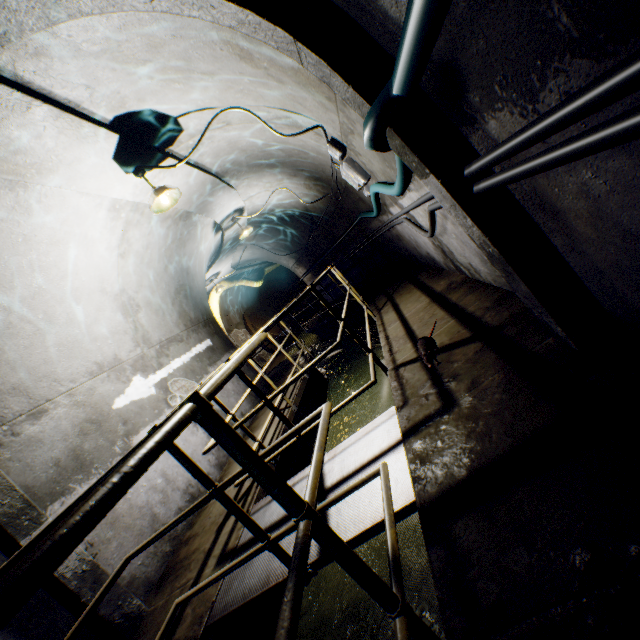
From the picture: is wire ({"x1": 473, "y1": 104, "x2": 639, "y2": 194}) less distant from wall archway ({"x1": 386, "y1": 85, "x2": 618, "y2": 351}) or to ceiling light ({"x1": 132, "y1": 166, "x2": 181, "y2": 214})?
wall archway ({"x1": 386, "y1": 85, "x2": 618, "y2": 351})

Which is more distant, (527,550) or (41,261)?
(41,261)

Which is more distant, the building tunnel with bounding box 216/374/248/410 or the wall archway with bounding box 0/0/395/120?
the building tunnel with bounding box 216/374/248/410

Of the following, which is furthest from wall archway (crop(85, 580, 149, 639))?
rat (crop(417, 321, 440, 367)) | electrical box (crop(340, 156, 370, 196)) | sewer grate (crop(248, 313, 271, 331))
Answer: sewer grate (crop(248, 313, 271, 331))

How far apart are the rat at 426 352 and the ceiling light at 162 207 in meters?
3.3

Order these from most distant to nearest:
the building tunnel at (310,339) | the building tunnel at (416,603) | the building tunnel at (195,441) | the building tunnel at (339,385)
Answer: the building tunnel at (310,339)
the building tunnel at (339,385)
the building tunnel at (195,441)
the building tunnel at (416,603)

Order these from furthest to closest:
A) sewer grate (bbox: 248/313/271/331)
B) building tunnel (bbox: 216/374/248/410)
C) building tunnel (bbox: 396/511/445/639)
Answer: sewer grate (bbox: 248/313/271/331), building tunnel (bbox: 216/374/248/410), building tunnel (bbox: 396/511/445/639)
